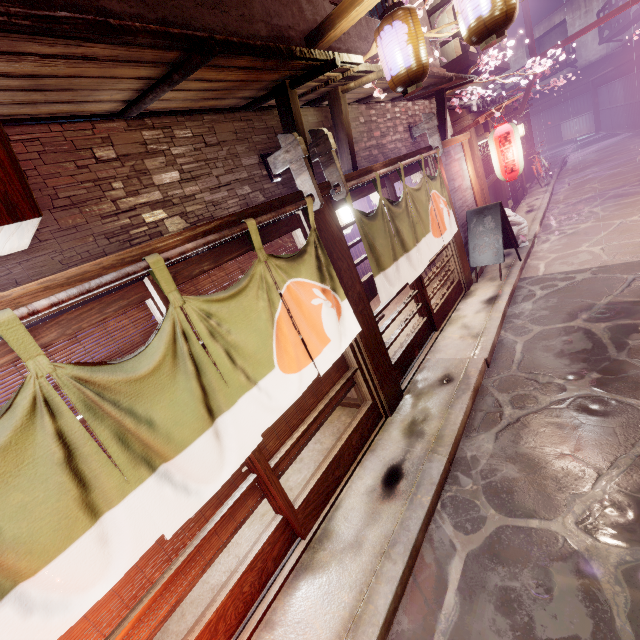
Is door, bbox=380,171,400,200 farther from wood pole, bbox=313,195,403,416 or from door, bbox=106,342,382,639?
door, bbox=106,342,382,639

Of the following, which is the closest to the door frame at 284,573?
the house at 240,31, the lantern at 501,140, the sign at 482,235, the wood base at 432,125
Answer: the house at 240,31

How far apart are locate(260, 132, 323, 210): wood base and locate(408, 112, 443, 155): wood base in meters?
6.9 m

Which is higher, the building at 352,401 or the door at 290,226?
the door at 290,226

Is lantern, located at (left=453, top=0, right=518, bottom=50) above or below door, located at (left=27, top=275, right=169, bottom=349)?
above

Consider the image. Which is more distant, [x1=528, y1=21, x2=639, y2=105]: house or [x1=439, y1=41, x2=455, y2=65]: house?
[x1=528, y1=21, x2=639, y2=105]: house

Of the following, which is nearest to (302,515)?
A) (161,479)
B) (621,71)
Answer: (161,479)

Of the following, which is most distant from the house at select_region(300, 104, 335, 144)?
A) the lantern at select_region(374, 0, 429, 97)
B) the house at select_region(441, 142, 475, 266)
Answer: the house at select_region(441, 142, 475, 266)
